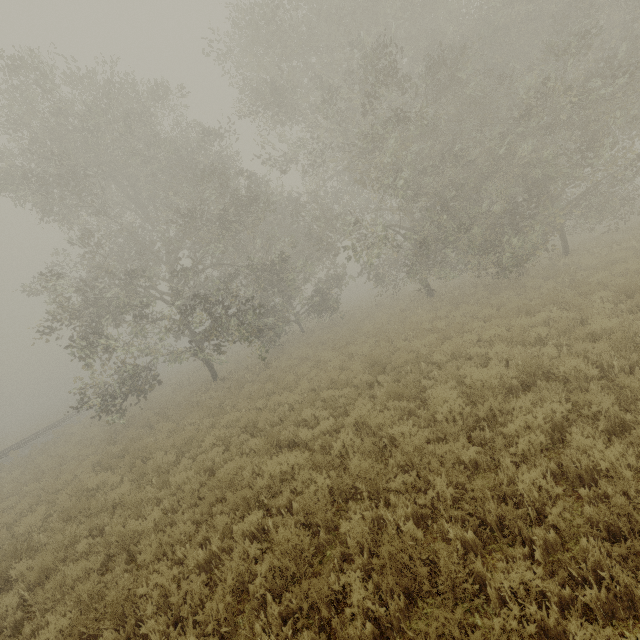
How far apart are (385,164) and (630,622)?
14.0 meters
